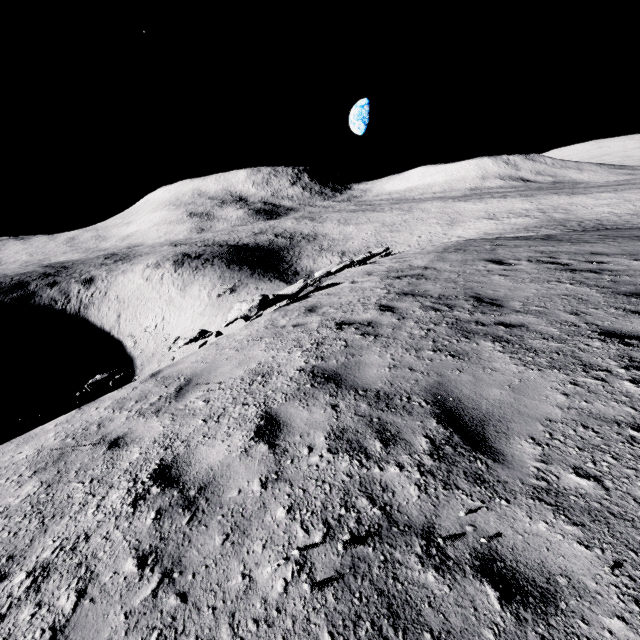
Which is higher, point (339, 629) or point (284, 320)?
point (339, 629)
